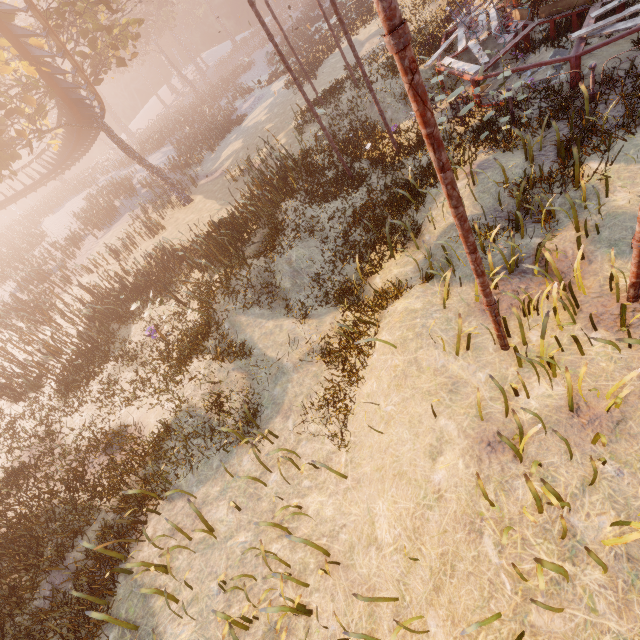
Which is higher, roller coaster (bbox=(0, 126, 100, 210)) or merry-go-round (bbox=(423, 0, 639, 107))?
roller coaster (bbox=(0, 126, 100, 210))

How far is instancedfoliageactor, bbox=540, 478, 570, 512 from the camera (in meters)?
3.76

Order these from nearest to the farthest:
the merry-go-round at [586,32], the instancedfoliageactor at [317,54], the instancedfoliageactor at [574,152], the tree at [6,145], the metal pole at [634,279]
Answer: the metal pole at [634,279] < the instancedfoliageactor at [574,152] < the merry-go-round at [586,32] < the tree at [6,145] < the instancedfoliageactor at [317,54]

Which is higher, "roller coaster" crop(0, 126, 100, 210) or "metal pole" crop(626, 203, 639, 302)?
"roller coaster" crop(0, 126, 100, 210)

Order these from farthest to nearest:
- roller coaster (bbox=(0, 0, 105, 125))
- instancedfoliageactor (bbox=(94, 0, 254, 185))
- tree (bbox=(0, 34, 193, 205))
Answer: instancedfoliageactor (bbox=(94, 0, 254, 185)), tree (bbox=(0, 34, 193, 205)), roller coaster (bbox=(0, 0, 105, 125))

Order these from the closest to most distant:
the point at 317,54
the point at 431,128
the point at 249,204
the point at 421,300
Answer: the point at 431,128 < the point at 421,300 < the point at 249,204 < the point at 317,54

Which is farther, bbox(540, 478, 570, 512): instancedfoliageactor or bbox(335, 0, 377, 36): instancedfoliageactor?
bbox(335, 0, 377, 36): instancedfoliageactor

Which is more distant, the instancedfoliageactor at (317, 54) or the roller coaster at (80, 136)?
the instancedfoliageactor at (317, 54)
